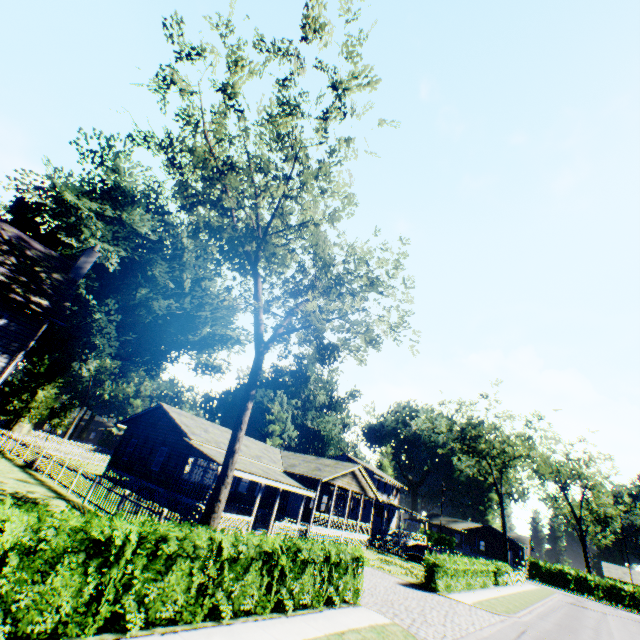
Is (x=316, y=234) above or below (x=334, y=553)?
above

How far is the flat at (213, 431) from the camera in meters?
23.7 m

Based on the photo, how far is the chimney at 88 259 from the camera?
17.6 meters

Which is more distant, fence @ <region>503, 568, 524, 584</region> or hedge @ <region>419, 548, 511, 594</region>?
fence @ <region>503, 568, 524, 584</region>

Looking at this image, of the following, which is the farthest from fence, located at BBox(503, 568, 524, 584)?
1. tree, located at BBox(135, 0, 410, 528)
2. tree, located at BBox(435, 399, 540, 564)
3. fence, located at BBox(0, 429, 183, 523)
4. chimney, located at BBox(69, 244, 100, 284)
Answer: chimney, located at BBox(69, 244, 100, 284)

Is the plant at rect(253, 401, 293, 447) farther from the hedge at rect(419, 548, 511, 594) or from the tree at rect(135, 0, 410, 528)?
the hedge at rect(419, 548, 511, 594)

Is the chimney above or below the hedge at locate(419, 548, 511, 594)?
above

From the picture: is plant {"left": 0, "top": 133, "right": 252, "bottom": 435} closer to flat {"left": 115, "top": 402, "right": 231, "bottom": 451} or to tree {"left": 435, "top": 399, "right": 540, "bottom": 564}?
flat {"left": 115, "top": 402, "right": 231, "bottom": 451}
